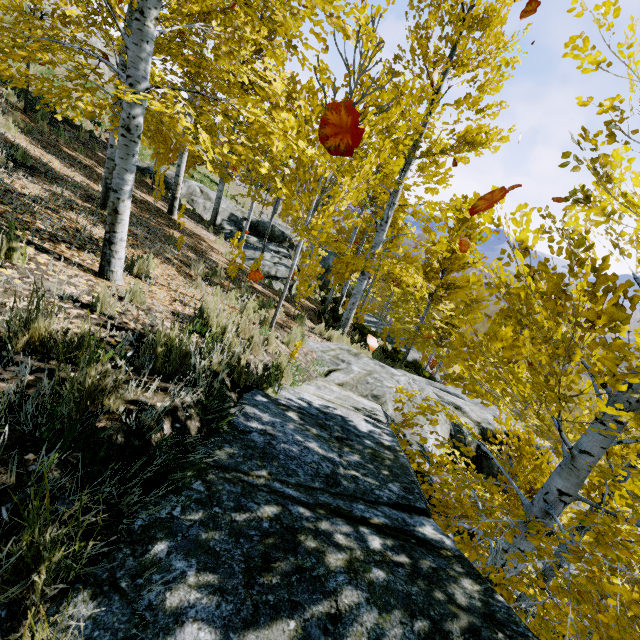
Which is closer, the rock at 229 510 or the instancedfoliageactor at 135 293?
the rock at 229 510

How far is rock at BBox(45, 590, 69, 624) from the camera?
1.0m

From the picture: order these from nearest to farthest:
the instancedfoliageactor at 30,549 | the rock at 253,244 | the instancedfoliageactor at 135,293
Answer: the instancedfoliageactor at 30,549 < the instancedfoliageactor at 135,293 < the rock at 253,244

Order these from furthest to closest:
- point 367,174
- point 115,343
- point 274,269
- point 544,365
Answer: point 544,365
point 274,269
point 367,174
point 115,343

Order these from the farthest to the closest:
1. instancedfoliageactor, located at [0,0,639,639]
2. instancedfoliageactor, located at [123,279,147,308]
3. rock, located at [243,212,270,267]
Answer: rock, located at [243,212,270,267], instancedfoliageactor, located at [123,279,147,308], instancedfoliageactor, located at [0,0,639,639]

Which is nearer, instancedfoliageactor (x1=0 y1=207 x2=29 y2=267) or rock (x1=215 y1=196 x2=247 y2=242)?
instancedfoliageactor (x1=0 y1=207 x2=29 y2=267)

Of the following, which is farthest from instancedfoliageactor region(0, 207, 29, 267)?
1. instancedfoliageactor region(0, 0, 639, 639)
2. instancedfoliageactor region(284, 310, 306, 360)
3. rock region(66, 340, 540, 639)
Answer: instancedfoliageactor region(284, 310, 306, 360)

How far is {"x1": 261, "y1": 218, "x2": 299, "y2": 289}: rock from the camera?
13.2 meters
